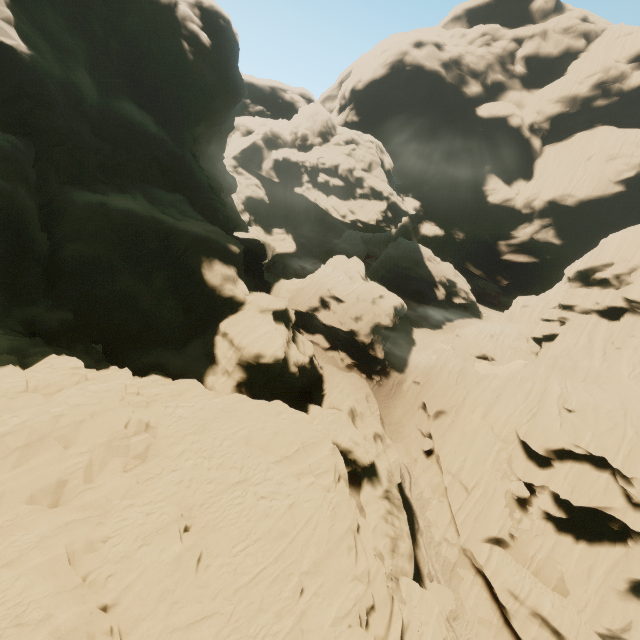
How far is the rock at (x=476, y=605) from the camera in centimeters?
2452cm

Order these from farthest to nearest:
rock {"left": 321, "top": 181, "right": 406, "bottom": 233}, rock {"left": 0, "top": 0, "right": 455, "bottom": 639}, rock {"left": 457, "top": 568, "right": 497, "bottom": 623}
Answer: rock {"left": 321, "top": 181, "right": 406, "bottom": 233}
rock {"left": 457, "top": 568, "right": 497, "bottom": 623}
rock {"left": 0, "top": 0, "right": 455, "bottom": 639}

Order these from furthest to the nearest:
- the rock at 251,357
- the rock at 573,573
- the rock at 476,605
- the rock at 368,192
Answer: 1. the rock at 368,192
2. the rock at 476,605
3. the rock at 573,573
4. the rock at 251,357

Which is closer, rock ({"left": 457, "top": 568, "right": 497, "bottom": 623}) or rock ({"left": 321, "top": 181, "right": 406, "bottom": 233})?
rock ({"left": 457, "top": 568, "right": 497, "bottom": 623})

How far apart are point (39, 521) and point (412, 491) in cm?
2885

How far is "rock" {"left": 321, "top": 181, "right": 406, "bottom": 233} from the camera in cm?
5706
